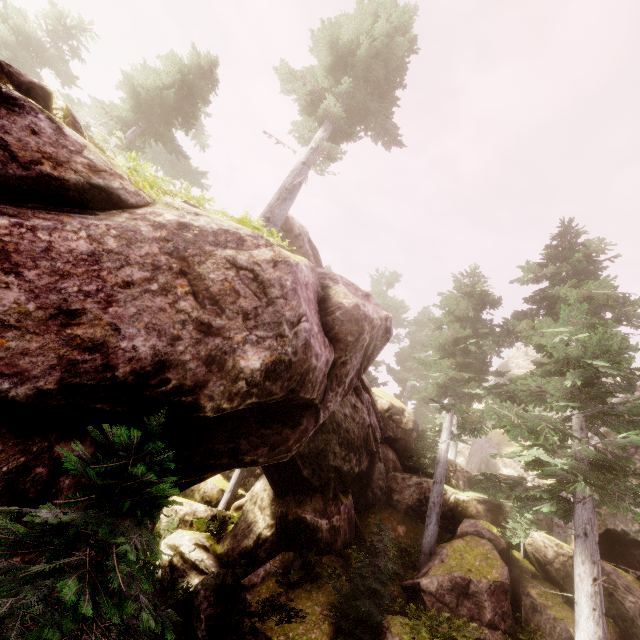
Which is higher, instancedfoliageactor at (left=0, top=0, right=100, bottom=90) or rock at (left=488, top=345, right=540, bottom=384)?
rock at (left=488, top=345, right=540, bottom=384)

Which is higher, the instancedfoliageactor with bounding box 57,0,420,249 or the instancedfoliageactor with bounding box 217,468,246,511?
the instancedfoliageactor with bounding box 57,0,420,249

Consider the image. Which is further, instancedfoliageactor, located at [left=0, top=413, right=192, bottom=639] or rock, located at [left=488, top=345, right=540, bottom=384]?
rock, located at [left=488, top=345, right=540, bottom=384]

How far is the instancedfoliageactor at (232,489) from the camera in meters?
20.5 m

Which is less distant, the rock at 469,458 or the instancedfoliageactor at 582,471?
the instancedfoliageactor at 582,471

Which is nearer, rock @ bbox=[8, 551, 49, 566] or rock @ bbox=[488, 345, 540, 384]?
rock @ bbox=[8, 551, 49, 566]

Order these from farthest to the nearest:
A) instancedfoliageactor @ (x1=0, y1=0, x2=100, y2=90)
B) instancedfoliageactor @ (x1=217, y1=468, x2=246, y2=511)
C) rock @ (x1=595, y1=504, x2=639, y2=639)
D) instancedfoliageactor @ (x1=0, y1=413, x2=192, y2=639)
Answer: instancedfoliageactor @ (x1=217, y1=468, x2=246, y2=511) → instancedfoliageactor @ (x1=0, y1=0, x2=100, y2=90) → rock @ (x1=595, y1=504, x2=639, y2=639) → instancedfoliageactor @ (x1=0, y1=413, x2=192, y2=639)

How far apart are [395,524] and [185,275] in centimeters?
1680cm
